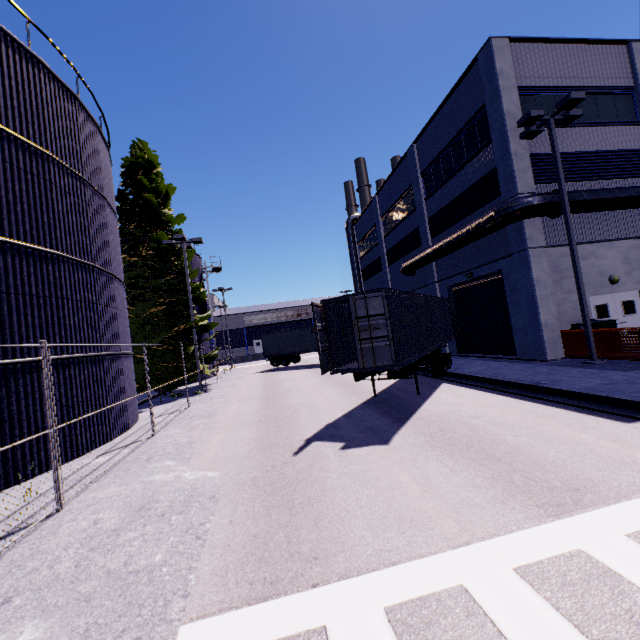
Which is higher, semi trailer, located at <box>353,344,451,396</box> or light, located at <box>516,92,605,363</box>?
light, located at <box>516,92,605,363</box>

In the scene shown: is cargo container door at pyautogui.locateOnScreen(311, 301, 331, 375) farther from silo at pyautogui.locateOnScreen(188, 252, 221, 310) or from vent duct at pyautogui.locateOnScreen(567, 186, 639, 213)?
silo at pyautogui.locateOnScreen(188, 252, 221, 310)

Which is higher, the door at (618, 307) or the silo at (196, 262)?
the silo at (196, 262)

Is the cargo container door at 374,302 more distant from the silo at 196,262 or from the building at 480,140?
the silo at 196,262

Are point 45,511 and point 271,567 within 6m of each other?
yes

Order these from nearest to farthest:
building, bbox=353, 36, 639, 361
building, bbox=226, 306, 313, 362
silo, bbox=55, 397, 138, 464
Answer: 1. silo, bbox=55, 397, 138, 464
2. building, bbox=353, 36, 639, 361
3. building, bbox=226, 306, 313, 362

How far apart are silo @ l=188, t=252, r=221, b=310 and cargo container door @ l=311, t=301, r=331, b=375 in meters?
20.4

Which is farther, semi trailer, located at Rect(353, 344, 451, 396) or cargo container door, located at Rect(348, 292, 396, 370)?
semi trailer, located at Rect(353, 344, 451, 396)
